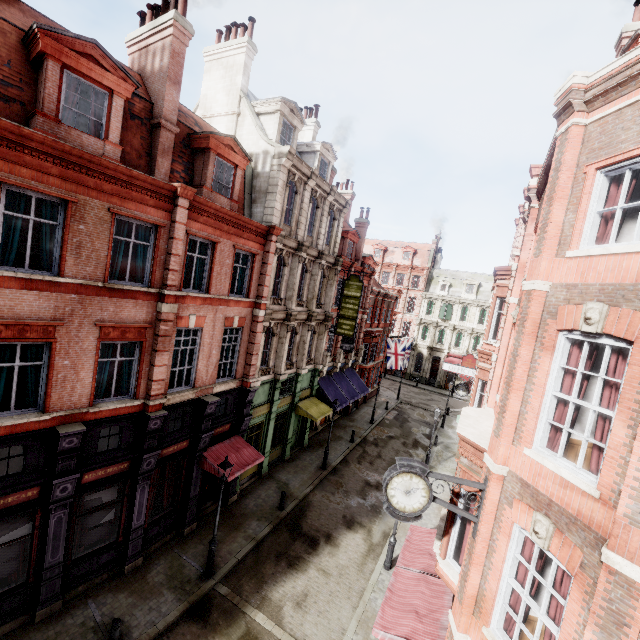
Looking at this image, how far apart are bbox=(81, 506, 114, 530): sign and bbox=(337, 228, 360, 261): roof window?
20.7 meters

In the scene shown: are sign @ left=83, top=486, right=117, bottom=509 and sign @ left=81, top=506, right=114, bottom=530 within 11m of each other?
yes

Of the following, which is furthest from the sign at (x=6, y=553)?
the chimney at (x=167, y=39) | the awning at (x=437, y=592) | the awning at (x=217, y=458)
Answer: the chimney at (x=167, y=39)

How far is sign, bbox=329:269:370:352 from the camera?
22.5 meters

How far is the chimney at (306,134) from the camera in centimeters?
2344cm

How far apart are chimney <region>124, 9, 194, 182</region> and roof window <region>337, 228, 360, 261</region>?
15.4 meters

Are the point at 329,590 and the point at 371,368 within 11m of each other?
no

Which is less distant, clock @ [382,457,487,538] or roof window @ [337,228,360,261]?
clock @ [382,457,487,538]
